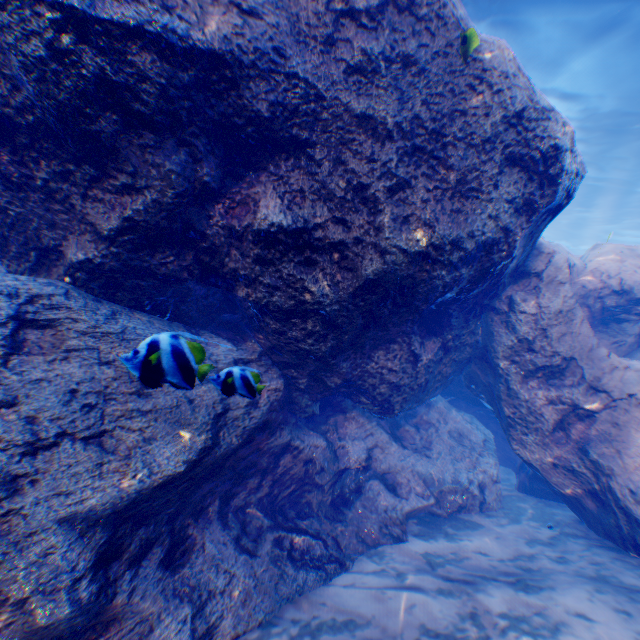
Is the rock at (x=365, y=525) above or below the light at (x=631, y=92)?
below

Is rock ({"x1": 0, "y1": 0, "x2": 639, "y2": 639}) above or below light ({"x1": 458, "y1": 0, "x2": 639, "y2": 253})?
below

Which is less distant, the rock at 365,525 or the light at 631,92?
the rock at 365,525

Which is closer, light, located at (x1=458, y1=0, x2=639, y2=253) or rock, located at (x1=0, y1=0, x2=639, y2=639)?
rock, located at (x1=0, y1=0, x2=639, y2=639)

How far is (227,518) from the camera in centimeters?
444cm
